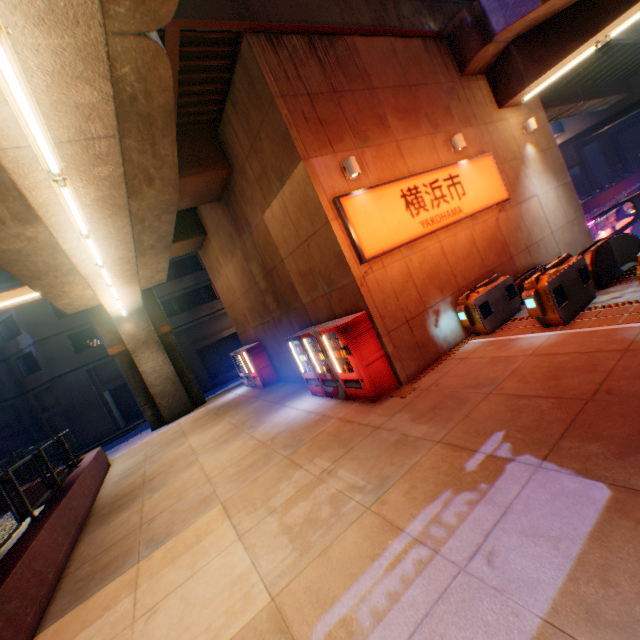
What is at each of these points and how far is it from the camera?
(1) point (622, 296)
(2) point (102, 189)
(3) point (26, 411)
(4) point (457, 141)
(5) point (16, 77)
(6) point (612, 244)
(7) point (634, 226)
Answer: (1) escalator base, 7.1 meters
(2) overpass support, 5.8 meters
(3) building, 24.7 meters
(4) street lamp, 9.6 meters
(5) street lamp, 3.3 meters
(6) escalator, 8.6 meters
(7) canopy, 23.0 meters

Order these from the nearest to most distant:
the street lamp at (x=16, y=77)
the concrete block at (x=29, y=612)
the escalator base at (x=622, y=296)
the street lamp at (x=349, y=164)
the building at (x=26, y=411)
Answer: the street lamp at (x=16, y=77)
the concrete block at (x=29, y=612)
the escalator base at (x=622, y=296)
the street lamp at (x=349, y=164)
the building at (x=26, y=411)

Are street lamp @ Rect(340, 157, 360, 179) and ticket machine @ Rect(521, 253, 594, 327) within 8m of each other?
yes

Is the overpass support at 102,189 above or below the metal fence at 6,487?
above

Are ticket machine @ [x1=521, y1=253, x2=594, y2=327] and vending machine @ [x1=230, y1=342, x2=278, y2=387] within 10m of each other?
no

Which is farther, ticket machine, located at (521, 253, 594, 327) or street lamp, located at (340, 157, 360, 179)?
street lamp, located at (340, 157, 360, 179)

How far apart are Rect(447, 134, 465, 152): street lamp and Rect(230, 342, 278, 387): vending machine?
10.8 meters

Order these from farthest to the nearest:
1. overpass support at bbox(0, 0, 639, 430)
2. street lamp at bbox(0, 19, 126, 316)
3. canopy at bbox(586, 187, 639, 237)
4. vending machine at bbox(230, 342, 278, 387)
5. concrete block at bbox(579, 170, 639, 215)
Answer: concrete block at bbox(579, 170, 639, 215) < canopy at bbox(586, 187, 639, 237) < vending machine at bbox(230, 342, 278, 387) < overpass support at bbox(0, 0, 639, 430) < street lamp at bbox(0, 19, 126, 316)
